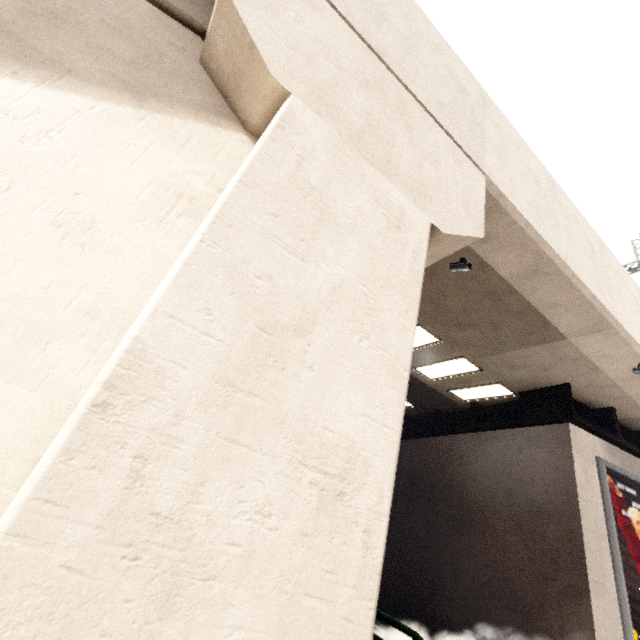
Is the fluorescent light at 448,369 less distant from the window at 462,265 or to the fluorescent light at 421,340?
the fluorescent light at 421,340

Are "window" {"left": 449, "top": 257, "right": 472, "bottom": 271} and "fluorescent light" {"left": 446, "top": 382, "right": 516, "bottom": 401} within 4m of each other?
no

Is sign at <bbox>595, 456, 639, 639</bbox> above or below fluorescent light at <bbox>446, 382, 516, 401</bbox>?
below

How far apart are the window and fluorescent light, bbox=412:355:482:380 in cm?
385

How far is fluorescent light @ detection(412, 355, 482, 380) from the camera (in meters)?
9.87

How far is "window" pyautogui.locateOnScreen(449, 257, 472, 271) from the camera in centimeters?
632cm

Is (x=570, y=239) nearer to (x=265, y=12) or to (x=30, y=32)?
(x=265, y=12)

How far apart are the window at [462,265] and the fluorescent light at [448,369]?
3.8 meters
